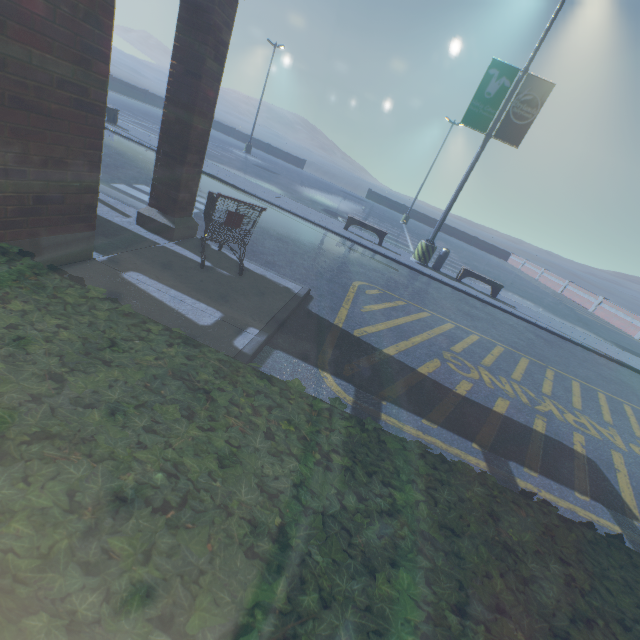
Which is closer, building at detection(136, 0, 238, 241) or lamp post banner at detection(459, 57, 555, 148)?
building at detection(136, 0, 238, 241)

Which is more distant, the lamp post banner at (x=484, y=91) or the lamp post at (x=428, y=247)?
the lamp post at (x=428, y=247)

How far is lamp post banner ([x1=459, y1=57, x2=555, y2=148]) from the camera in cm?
1085

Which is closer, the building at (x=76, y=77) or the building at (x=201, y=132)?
the building at (x=76, y=77)

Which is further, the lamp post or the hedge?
the lamp post

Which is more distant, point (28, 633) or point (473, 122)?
point (473, 122)

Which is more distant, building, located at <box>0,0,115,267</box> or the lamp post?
the lamp post

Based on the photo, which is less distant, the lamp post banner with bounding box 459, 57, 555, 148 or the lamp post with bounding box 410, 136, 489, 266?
the lamp post banner with bounding box 459, 57, 555, 148
